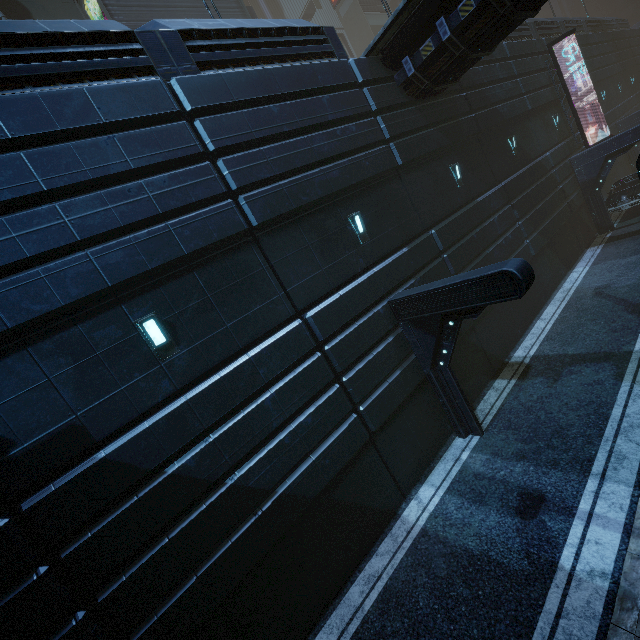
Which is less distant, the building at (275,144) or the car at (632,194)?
the building at (275,144)

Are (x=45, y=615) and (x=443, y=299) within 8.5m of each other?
no

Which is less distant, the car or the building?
the building
